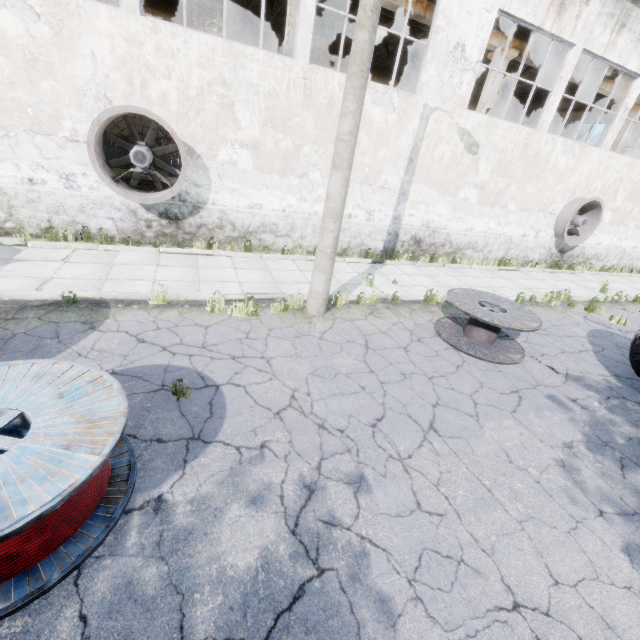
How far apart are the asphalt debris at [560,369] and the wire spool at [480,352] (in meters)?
0.18

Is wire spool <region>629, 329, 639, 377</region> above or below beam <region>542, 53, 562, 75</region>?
below

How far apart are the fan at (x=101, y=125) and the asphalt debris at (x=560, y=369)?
9.8 meters

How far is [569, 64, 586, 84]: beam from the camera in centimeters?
1470cm

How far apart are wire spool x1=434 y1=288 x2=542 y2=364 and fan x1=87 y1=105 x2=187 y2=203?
7.4 meters

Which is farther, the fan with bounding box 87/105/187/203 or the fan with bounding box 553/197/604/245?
the fan with bounding box 553/197/604/245

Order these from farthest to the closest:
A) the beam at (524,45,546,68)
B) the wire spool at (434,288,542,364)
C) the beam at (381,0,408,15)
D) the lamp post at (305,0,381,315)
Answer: the beam at (524,45,546,68)
the beam at (381,0,408,15)
the wire spool at (434,288,542,364)
the lamp post at (305,0,381,315)

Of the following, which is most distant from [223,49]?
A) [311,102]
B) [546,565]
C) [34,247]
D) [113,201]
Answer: [546,565]
